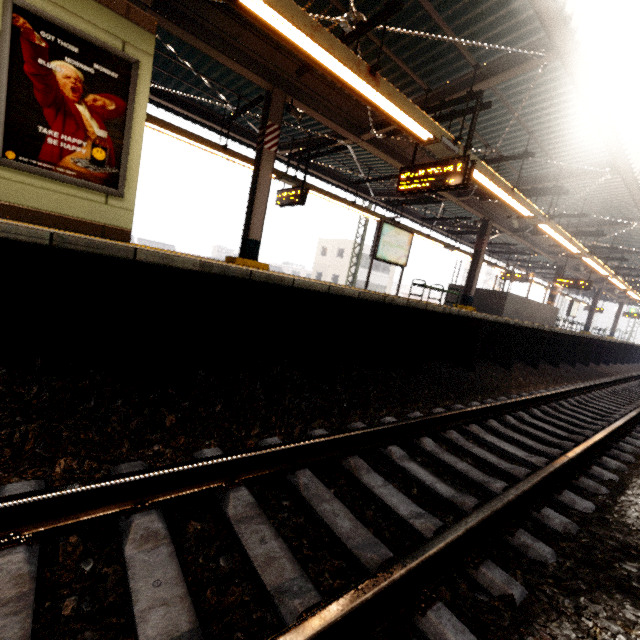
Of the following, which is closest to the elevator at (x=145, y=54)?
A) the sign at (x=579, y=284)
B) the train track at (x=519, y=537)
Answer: the train track at (x=519, y=537)

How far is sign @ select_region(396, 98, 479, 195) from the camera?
5.67m

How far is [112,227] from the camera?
4.50m

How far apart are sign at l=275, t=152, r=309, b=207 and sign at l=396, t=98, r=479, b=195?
3.7 meters

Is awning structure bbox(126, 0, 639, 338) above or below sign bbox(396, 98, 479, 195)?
above

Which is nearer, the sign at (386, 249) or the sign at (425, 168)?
the sign at (425, 168)

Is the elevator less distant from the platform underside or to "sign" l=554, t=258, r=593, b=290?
the platform underside

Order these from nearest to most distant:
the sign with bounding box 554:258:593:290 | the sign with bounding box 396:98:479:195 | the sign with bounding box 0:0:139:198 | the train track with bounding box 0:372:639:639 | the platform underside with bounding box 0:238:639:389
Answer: the train track with bounding box 0:372:639:639
the platform underside with bounding box 0:238:639:389
the sign with bounding box 0:0:139:198
the sign with bounding box 396:98:479:195
the sign with bounding box 554:258:593:290
